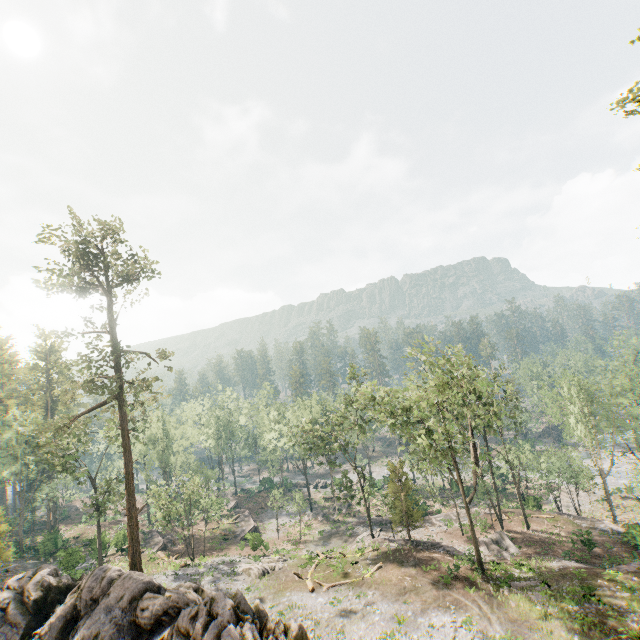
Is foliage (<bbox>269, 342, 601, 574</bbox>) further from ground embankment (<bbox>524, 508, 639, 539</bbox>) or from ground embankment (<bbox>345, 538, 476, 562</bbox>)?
ground embankment (<bbox>524, 508, 639, 539</bbox>)

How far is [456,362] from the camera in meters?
26.0 m

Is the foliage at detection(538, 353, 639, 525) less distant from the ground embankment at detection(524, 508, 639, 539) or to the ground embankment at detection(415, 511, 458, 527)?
Result: the ground embankment at detection(415, 511, 458, 527)

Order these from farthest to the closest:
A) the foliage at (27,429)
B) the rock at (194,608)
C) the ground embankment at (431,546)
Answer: the ground embankment at (431,546)
the foliage at (27,429)
the rock at (194,608)

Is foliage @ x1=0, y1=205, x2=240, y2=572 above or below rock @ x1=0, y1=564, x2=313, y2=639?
above

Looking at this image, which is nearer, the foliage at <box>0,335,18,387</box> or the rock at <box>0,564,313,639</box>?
the rock at <box>0,564,313,639</box>

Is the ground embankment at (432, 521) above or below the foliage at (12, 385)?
below

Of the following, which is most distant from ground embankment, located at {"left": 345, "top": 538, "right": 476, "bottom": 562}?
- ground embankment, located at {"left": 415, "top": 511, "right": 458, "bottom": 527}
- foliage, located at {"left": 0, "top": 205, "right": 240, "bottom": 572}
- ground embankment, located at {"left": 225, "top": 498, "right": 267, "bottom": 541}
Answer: ground embankment, located at {"left": 225, "top": 498, "right": 267, "bottom": 541}
